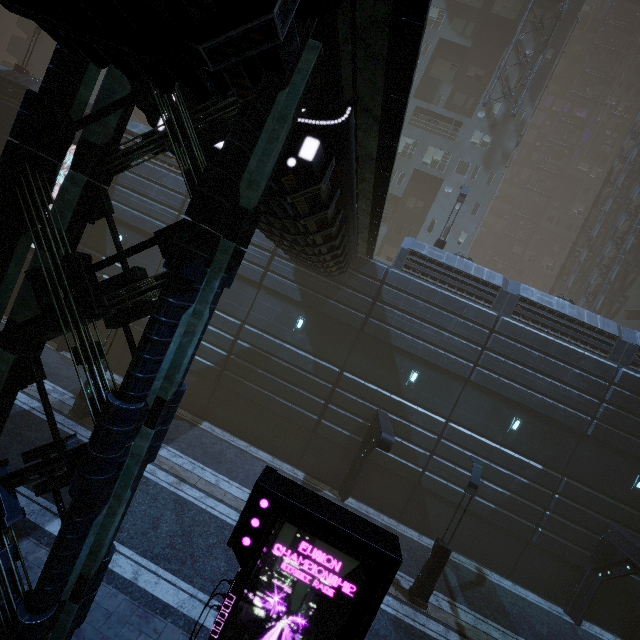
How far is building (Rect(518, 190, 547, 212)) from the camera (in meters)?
51.94

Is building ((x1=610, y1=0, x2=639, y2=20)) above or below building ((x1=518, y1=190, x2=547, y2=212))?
above

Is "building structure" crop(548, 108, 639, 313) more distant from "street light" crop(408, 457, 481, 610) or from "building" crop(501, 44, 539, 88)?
"street light" crop(408, 457, 481, 610)

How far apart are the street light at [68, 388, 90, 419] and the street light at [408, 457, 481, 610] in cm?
1487

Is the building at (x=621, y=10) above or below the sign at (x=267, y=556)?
above

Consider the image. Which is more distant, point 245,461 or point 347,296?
point 347,296

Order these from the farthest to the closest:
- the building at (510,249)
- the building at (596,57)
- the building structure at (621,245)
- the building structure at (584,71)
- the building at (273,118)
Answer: the building at (510,249) < the building at (596,57) < the building structure at (584,71) < the building structure at (621,245) < the building at (273,118)

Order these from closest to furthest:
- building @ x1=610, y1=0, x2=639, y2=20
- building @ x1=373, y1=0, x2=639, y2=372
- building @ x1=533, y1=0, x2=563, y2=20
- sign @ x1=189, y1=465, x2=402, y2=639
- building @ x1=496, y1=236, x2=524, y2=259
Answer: sign @ x1=189, y1=465, x2=402, y2=639, building @ x1=373, y1=0, x2=639, y2=372, building @ x1=533, y1=0, x2=563, y2=20, building @ x1=610, y1=0, x2=639, y2=20, building @ x1=496, y1=236, x2=524, y2=259
